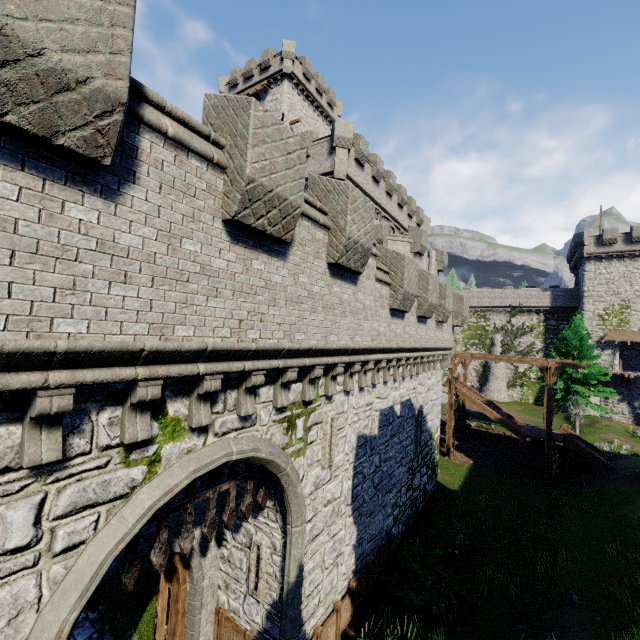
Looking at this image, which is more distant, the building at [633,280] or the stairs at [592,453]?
the building at [633,280]

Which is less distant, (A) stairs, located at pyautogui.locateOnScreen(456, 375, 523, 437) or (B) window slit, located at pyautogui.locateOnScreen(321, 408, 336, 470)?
(B) window slit, located at pyautogui.locateOnScreen(321, 408, 336, 470)

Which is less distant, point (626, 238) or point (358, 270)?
point (358, 270)

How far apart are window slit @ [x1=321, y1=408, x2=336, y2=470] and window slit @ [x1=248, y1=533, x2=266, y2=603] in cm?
208

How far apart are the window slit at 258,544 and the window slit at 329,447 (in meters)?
2.08

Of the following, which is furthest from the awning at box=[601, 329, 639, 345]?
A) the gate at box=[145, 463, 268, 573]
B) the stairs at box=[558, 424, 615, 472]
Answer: the gate at box=[145, 463, 268, 573]

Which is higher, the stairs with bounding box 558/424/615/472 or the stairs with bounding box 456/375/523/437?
the stairs with bounding box 456/375/523/437

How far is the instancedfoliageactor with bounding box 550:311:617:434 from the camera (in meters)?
25.77
